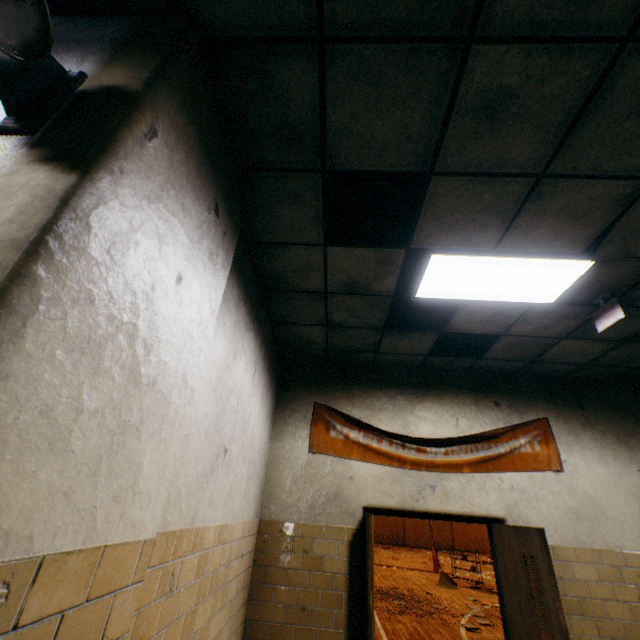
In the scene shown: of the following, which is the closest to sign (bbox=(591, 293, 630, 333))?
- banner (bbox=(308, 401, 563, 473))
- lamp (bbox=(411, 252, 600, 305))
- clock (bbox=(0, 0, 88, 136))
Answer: lamp (bbox=(411, 252, 600, 305))

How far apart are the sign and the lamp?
0.32m

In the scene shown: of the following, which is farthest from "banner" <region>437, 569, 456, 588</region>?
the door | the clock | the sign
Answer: the clock

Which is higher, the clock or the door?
the clock

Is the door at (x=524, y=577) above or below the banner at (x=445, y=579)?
above

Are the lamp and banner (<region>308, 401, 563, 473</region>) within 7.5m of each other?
yes

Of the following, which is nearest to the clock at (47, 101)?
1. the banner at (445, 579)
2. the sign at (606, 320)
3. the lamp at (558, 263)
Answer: the lamp at (558, 263)

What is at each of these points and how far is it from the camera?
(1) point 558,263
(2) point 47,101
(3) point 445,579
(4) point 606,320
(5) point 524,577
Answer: (1) lamp, 2.6m
(2) clock, 1.0m
(3) banner, 12.3m
(4) sign, 2.8m
(5) door, 3.1m
